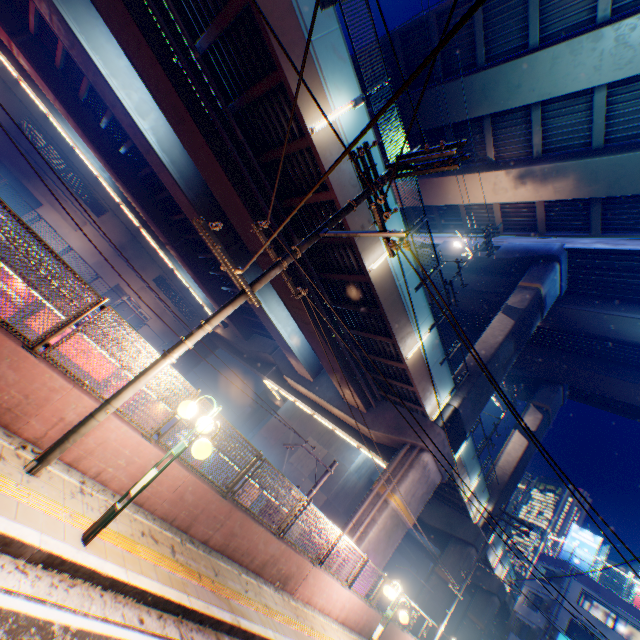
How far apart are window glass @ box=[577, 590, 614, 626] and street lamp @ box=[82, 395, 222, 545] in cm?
4683

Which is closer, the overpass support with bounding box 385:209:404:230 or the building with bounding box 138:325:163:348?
the overpass support with bounding box 385:209:404:230

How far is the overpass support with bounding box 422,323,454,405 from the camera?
15.9 meters

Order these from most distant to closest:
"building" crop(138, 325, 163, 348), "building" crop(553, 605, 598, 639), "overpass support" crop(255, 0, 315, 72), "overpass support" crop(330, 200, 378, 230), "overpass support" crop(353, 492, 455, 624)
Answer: "building" crop(138, 325, 163, 348) → "building" crop(553, 605, 598, 639) → "overpass support" crop(353, 492, 455, 624) → "overpass support" crop(330, 200, 378, 230) → "overpass support" crop(255, 0, 315, 72)

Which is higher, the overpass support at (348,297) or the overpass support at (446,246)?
the overpass support at (446,246)

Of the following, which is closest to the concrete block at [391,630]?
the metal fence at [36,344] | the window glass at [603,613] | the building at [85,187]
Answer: the metal fence at [36,344]

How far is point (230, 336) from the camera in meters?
34.4 m
